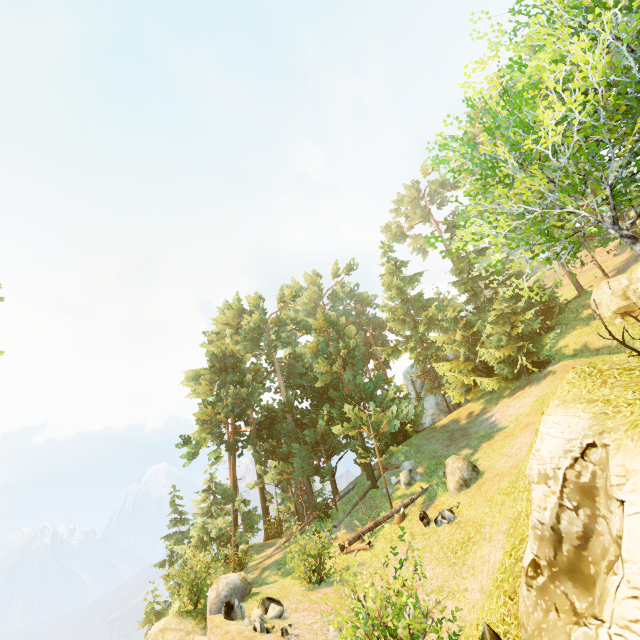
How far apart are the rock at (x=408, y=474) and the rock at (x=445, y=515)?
4.72m

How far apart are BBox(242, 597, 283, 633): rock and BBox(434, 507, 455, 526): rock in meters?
7.0 m

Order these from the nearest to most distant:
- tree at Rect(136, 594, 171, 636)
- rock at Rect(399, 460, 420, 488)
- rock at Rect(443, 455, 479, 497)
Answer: rock at Rect(443, 455, 479, 497)
rock at Rect(399, 460, 420, 488)
tree at Rect(136, 594, 171, 636)

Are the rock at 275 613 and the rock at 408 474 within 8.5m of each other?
no

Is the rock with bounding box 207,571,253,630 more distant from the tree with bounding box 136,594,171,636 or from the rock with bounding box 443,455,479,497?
the rock with bounding box 443,455,479,497

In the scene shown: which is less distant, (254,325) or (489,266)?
(489,266)

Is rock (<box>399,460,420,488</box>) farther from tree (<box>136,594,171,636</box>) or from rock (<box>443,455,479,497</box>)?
rock (<box>443,455,479,497</box>)

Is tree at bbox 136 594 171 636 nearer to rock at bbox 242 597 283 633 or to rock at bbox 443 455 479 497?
rock at bbox 443 455 479 497
